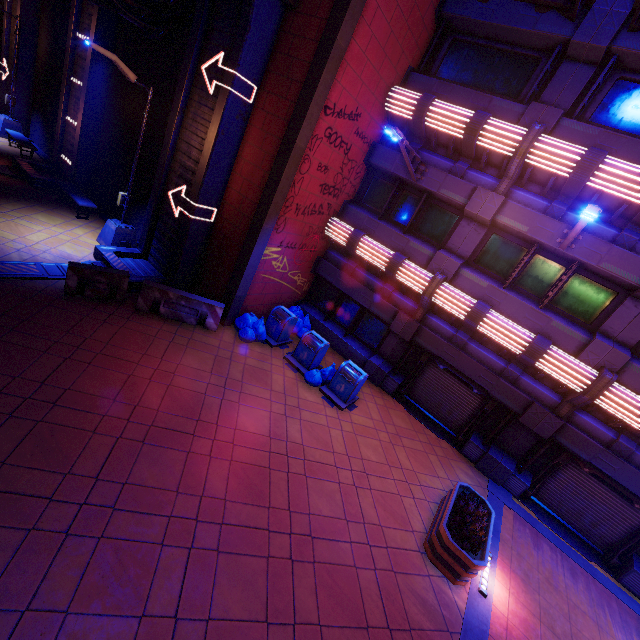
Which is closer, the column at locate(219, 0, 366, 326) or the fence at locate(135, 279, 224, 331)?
the column at locate(219, 0, 366, 326)

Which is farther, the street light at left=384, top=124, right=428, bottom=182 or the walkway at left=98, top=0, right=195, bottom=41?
the walkway at left=98, top=0, right=195, bottom=41

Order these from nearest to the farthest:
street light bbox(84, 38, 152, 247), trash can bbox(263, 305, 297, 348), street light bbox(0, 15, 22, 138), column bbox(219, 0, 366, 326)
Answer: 1. column bbox(219, 0, 366, 326)
2. street light bbox(84, 38, 152, 247)
3. trash can bbox(263, 305, 297, 348)
4. street light bbox(0, 15, 22, 138)

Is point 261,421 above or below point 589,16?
below

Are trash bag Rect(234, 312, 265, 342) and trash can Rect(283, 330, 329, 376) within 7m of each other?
yes

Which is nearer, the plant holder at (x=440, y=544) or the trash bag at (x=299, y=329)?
the plant holder at (x=440, y=544)

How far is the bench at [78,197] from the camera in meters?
13.1 m

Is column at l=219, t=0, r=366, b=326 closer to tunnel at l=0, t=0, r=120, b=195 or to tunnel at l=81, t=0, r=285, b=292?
tunnel at l=81, t=0, r=285, b=292
